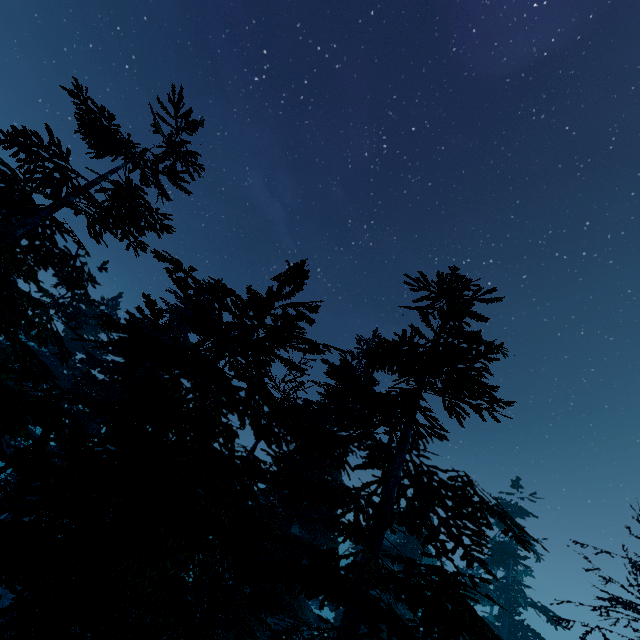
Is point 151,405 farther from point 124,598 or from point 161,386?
point 124,598
